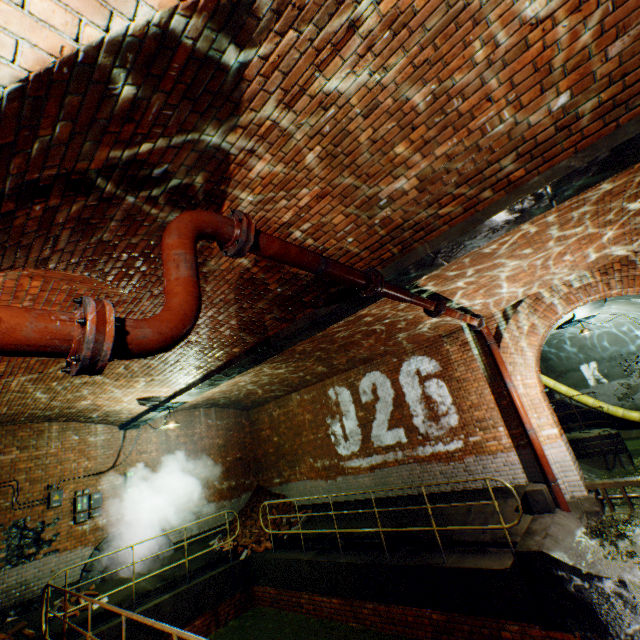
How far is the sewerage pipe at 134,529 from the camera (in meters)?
8.67

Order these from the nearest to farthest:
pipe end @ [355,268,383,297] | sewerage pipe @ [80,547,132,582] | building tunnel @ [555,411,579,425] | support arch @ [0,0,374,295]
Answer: support arch @ [0,0,374,295] → pipe end @ [355,268,383,297] → sewerage pipe @ [80,547,132,582] → building tunnel @ [555,411,579,425]

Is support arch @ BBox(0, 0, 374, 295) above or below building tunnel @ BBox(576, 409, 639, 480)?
above

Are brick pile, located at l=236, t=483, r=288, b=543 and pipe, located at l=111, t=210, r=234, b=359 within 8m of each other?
no

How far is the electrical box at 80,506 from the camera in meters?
8.7

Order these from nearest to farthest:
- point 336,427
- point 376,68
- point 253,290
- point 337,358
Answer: point 376,68
point 253,290
point 337,358
point 336,427

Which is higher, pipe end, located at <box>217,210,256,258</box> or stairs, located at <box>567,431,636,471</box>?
pipe end, located at <box>217,210,256,258</box>

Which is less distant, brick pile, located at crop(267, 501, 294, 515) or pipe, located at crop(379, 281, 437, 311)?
pipe, located at crop(379, 281, 437, 311)
